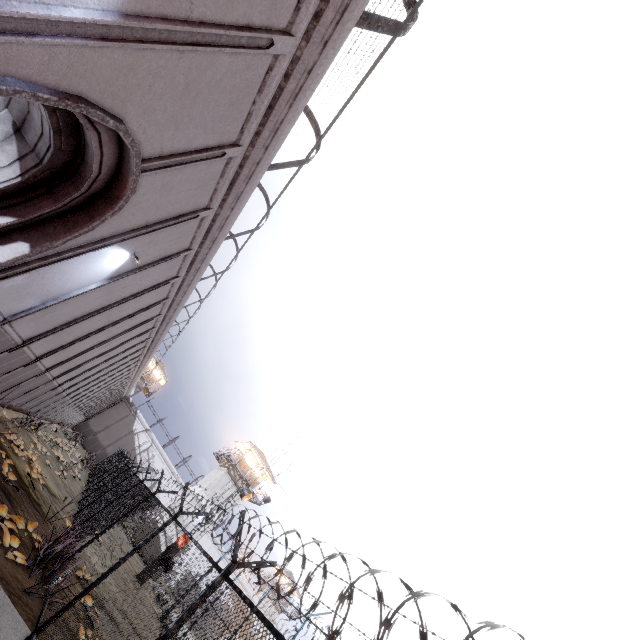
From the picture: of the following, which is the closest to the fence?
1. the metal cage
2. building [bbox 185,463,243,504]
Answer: the metal cage

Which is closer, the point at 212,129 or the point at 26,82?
the point at 26,82

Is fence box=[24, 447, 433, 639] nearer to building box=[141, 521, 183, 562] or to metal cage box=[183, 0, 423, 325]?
metal cage box=[183, 0, 423, 325]

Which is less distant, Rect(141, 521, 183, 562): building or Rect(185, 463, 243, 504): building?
Rect(141, 521, 183, 562): building

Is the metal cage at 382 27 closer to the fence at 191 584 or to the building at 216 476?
the fence at 191 584
